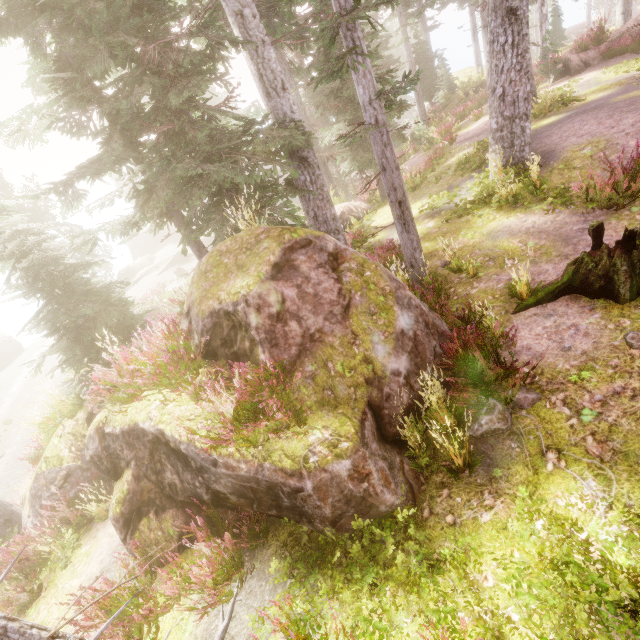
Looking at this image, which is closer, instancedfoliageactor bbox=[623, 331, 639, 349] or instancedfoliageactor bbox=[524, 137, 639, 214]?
instancedfoliageactor bbox=[623, 331, 639, 349]

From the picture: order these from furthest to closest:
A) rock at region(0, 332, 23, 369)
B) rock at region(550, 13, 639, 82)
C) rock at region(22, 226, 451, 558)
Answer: rock at region(0, 332, 23, 369) → rock at region(550, 13, 639, 82) → rock at region(22, 226, 451, 558)

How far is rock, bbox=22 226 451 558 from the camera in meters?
4.4 m

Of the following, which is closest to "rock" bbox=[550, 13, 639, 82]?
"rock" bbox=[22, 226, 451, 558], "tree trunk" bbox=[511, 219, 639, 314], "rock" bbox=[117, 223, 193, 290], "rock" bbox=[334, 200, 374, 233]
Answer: "rock" bbox=[334, 200, 374, 233]

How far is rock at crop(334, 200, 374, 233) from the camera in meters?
16.7 m

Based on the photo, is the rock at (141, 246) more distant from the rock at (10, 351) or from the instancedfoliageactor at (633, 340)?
the rock at (10, 351)

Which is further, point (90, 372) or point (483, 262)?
point (90, 372)

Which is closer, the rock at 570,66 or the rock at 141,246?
the rock at 570,66
